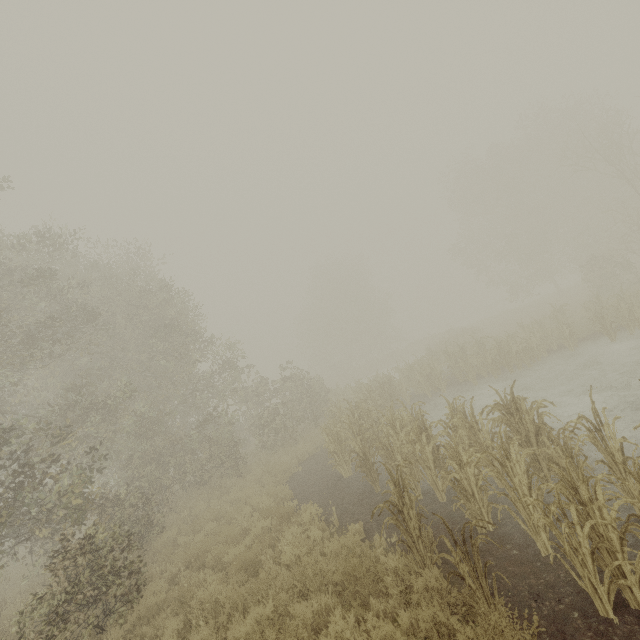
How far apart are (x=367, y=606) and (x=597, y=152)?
25.3 meters
